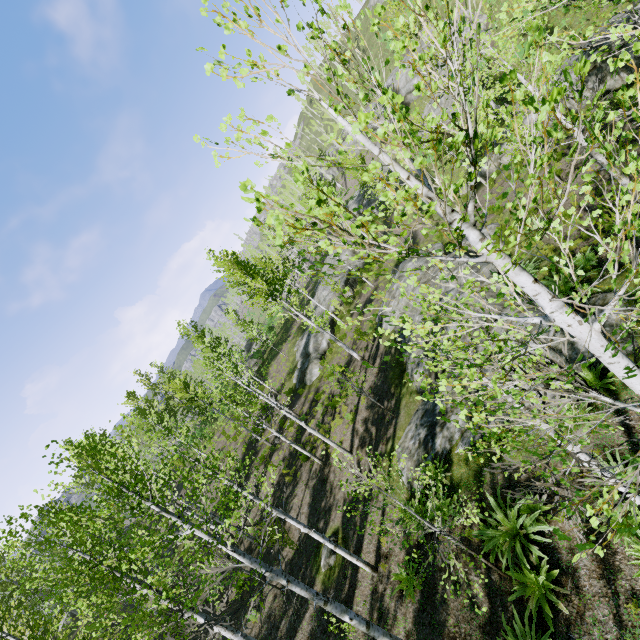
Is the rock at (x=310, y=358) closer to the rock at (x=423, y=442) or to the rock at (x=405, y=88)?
the rock at (x=423, y=442)

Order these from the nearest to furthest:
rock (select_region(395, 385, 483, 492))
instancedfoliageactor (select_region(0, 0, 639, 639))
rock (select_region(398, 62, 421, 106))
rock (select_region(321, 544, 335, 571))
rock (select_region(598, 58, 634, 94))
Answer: instancedfoliageactor (select_region(0, 0, 639, 639))
rock (select_region(395, 385, 483, 492))
rock (select_region(321, 544, 335, 571))
rock (select_region(598, 58, 634, 94))
rock (select_region(398, 62, 421, 106))

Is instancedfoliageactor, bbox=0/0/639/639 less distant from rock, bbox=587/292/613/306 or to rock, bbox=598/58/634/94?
rock, bbox=598/58/634/94

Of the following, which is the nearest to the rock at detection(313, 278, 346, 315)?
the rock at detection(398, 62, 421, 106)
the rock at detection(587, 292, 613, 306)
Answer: the rock at detection(587, 292, 613, 306)

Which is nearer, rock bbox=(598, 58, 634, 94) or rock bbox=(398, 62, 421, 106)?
rock bbox=(598, 58, 634, 94)

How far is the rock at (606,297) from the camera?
9.07m

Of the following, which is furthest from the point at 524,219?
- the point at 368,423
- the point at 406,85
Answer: the point at 406,85

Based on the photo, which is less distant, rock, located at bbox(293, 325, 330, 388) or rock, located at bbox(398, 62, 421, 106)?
rock, located at bbox(293, 325, 330, 388)
